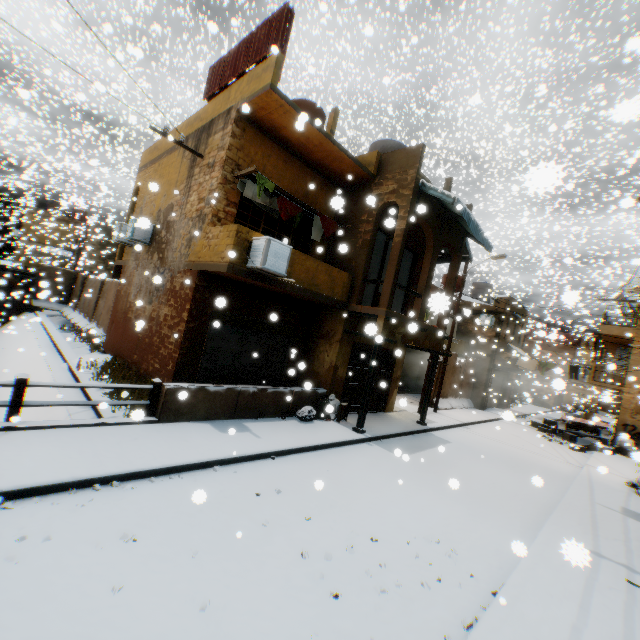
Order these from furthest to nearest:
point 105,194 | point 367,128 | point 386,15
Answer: point 367,128
point 105,194
point 386,15

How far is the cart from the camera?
17.6m

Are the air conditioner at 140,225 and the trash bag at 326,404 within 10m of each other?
yes

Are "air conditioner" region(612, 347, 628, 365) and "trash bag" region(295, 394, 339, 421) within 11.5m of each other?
no

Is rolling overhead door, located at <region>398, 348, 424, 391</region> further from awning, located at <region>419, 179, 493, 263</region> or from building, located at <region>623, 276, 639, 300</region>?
awning, located at <region>419, 179, 493, 263</region>

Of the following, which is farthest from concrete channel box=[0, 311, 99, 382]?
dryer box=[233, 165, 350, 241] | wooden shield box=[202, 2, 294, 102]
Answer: wooden shield box=[202, 2, 294, 102]

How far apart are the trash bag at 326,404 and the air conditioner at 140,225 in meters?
7.5

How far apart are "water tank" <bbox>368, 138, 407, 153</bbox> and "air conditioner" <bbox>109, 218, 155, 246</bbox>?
8.9m
